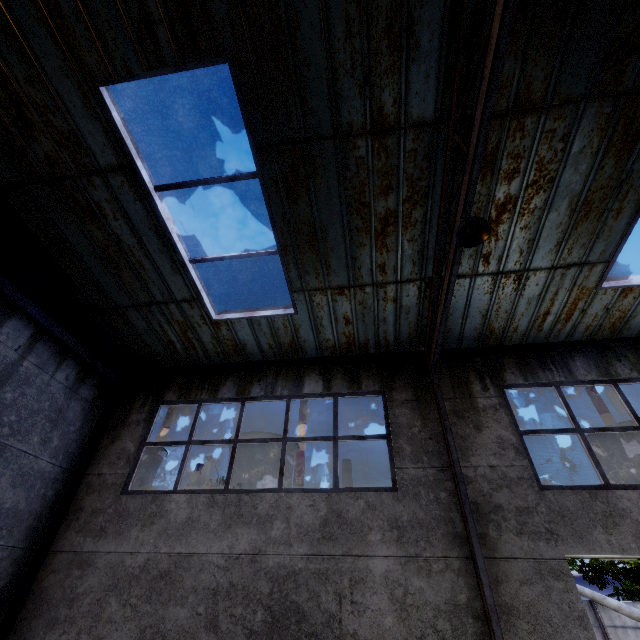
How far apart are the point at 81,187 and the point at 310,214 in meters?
3.9

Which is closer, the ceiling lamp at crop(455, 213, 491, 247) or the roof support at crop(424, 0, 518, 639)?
the roof support at crop(424, 0, 518, 639)

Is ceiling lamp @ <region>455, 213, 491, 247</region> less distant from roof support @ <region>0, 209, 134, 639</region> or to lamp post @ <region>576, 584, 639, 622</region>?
roof support @ <region>0, 209, 134, 639</region>

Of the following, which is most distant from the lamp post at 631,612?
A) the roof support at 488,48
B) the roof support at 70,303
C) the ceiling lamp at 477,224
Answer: the ceiling lamp at 477,224

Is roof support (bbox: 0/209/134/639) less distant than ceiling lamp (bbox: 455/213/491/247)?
No

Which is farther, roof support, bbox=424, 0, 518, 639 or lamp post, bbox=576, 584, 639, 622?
lamp post, bbox=576, 584, 639, 622

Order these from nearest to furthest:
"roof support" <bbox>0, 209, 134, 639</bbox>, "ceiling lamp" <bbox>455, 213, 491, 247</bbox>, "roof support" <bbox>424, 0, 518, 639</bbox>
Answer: "roof support" <bbox>424, 0, 518, 639</bbox> → "ceiling lamp" <bbox>455, 213, 491, 247</bbox> → "roof support" <bbox>0, 209, 134, 639</bbox>
